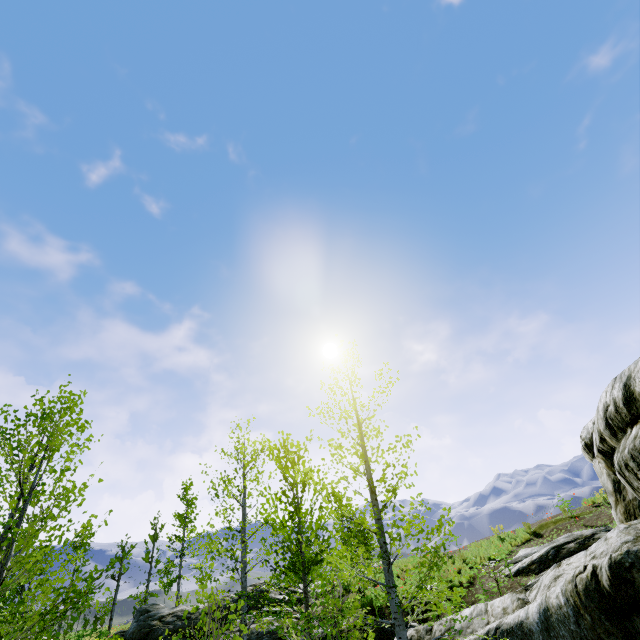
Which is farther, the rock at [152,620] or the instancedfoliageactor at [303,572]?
the rock at [152,620]

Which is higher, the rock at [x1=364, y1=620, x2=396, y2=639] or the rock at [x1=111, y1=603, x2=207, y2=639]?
the rock at [x1=111, y1=603, x2=207, y2=639]

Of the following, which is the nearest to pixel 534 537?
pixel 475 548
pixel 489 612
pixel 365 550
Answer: pixel 475 548

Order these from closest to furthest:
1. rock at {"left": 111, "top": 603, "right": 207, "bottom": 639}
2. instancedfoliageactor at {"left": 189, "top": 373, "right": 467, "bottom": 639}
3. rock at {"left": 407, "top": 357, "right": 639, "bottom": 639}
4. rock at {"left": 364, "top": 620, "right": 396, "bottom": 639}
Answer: rock at {"left": 407, "top": 357, "right": 639, "bottom": 639} → instancedfoliageactor at {"left": 189, "top": 373, "right": 467, "bottom": 639} → rock at {"left": 364, "top": 620, "right": 396, "bottom": 639} → rock at {"left": 111, "top": 603, "right": 207, "bottom": 639}

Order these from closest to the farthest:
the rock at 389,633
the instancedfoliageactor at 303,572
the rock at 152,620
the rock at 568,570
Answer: the rock at 568,570
the instancedfoliageactor at 303,572
the rock at 389,633
the rock at 152,620

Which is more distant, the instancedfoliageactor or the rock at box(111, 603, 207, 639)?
the rock at box(111, 603, 207, 639)

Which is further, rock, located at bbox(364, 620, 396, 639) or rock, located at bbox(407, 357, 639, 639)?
rock, located at bbox(364, 620, 396, 639)
